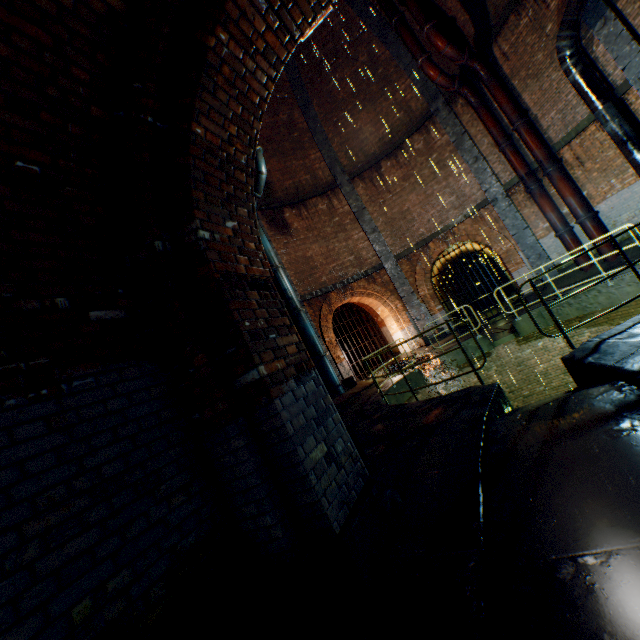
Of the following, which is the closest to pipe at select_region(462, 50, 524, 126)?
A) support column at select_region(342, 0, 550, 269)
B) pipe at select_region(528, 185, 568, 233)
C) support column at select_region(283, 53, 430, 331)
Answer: support column at select_region(342, 0, 550, 269)

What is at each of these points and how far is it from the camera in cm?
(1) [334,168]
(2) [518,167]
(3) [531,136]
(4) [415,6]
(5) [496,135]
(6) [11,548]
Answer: (1) support column, 1686
(2) pipe, 1263
(3) pipe, 1194
(4) pipe, 1164
(5) pipe, 1287
(6) building tunnel, 146

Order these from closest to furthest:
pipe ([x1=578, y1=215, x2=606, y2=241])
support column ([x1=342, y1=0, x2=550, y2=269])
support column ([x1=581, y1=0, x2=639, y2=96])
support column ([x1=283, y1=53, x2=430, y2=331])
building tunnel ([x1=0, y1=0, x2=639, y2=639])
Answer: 1. building tunnel ([x1=0, y1=0, x2=639, y2=639])
2. support column ([x1=581, y1=0, x2=639, y2=96])
3. pipe ([x1=578, y1=215, x2=606, y2=241])
4. support column ([x1=342, y1=0, x2=550, y2=269])
5. support column ([x1=283, y1=53, x2=430, y2=331])

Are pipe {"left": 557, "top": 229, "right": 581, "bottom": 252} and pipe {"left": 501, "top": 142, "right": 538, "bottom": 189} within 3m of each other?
yes

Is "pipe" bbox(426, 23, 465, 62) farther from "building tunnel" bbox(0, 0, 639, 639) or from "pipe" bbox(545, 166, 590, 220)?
"building tunnel" bbox(0, 0, 639, 639)

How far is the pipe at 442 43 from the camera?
11.5 meters

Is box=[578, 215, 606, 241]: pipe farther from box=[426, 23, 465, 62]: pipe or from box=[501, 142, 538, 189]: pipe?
box=[426, 23, 465, 62]: pipe

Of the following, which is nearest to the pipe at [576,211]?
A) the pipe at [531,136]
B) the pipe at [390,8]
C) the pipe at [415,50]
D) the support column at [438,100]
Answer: the pipe at [531,136]
